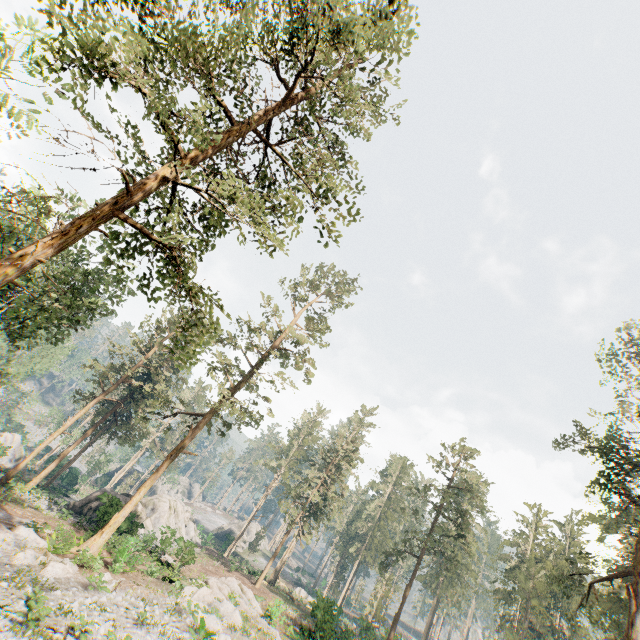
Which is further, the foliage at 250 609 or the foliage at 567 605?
the foliage at 567 605

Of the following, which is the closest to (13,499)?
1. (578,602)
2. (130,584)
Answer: (130,584)

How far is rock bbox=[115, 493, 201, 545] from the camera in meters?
29.1

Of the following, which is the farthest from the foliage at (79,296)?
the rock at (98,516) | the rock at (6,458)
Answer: the rock at (98,516)

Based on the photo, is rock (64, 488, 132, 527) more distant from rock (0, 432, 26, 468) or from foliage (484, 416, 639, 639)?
rock (0, 432, 26, 468)

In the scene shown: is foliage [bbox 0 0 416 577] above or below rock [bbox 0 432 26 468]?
above

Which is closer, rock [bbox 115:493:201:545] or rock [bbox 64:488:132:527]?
rock [bbox 64:488:132:527]
